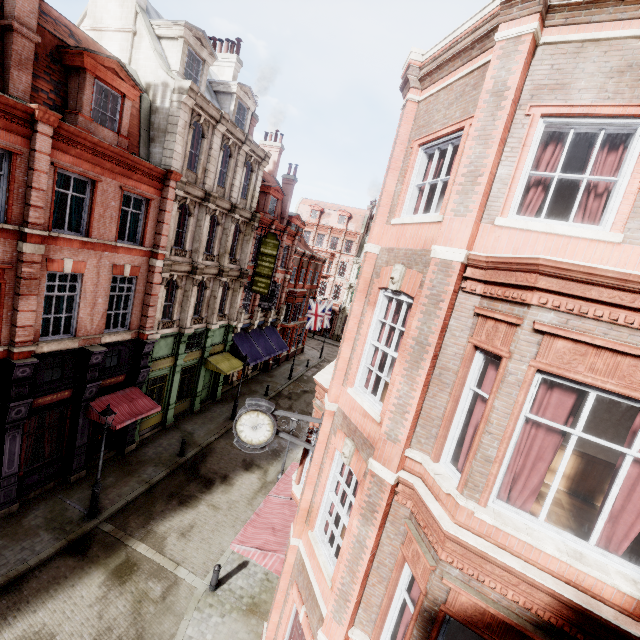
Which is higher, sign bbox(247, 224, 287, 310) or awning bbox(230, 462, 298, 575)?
sign bbox(247, 224, 287, 310)

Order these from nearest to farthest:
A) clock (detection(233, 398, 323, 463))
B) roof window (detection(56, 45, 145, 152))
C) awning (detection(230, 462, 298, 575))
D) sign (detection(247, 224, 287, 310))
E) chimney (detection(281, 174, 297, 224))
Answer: clock (detection(233, 398, 323, 463)) < awning (detection(230, 462, 298, 575)) < roof window (detection(56, 45, 145, 152)) < sign (detection(247, 224, 287, 310)) < chimney (detection(281, 174, 297, 224))

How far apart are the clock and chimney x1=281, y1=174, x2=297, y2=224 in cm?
2418

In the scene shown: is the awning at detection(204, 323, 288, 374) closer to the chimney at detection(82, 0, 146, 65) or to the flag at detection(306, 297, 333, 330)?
the flag at detection(306, 297, 333, 330)

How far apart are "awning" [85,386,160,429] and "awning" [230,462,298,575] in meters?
7.0

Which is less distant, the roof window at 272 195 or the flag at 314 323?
the roof window at 272 195

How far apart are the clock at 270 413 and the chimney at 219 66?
22.6 meters

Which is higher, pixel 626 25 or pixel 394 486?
pixel 626 25
